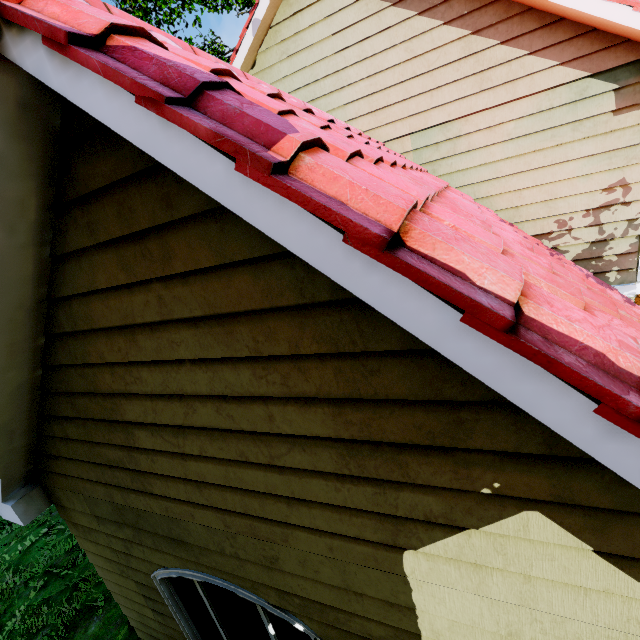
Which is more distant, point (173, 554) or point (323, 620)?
point (173, 554)
